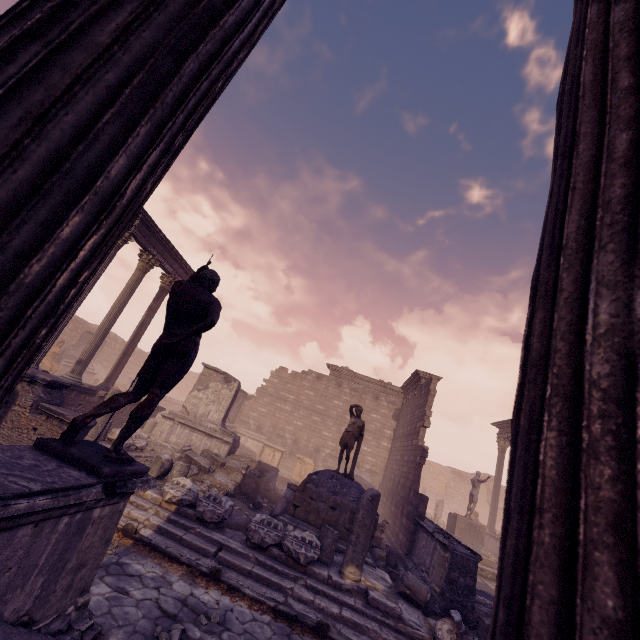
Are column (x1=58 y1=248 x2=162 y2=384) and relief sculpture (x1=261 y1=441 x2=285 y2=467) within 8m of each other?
no

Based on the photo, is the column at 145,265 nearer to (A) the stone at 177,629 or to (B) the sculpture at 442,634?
(A) the stone at 177,629

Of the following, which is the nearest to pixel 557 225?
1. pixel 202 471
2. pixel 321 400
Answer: pixel 202 471

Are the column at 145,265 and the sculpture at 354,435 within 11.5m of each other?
yes

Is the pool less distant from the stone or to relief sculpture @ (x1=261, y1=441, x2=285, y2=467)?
the stone

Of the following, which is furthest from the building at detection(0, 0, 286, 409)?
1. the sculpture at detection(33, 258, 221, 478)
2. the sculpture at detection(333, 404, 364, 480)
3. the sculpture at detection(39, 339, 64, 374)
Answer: the sculpture at detection(39, 339, 64, 374)

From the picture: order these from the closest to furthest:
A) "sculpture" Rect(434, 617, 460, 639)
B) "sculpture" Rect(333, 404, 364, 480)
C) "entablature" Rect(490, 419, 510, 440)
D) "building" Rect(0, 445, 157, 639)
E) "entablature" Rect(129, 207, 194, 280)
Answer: "building" Rect(0, 445, 157, 639), "sculpture" Rect(434, 617, 460, 639), "sculpture" Rect(333, 404, 364, 480), "entablature" Rect(129, 207, 194, 280), "entablature" Rect(490, 419, 510, 440)

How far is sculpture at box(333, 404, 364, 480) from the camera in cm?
997
